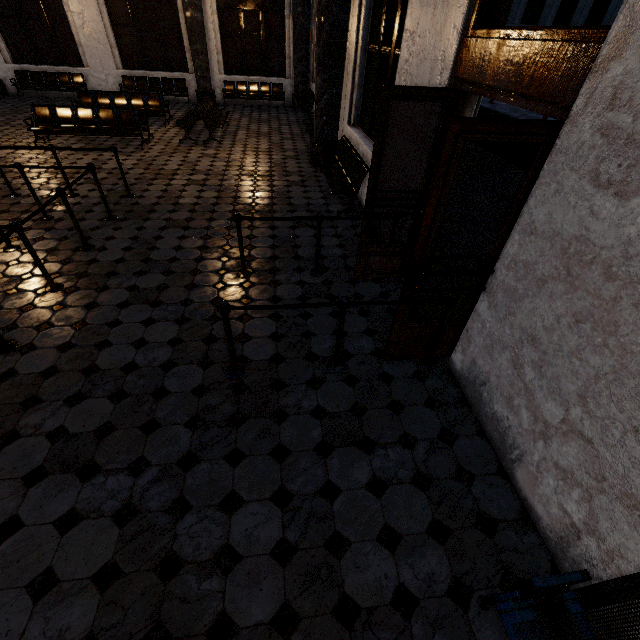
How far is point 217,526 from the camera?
2.2 meters
